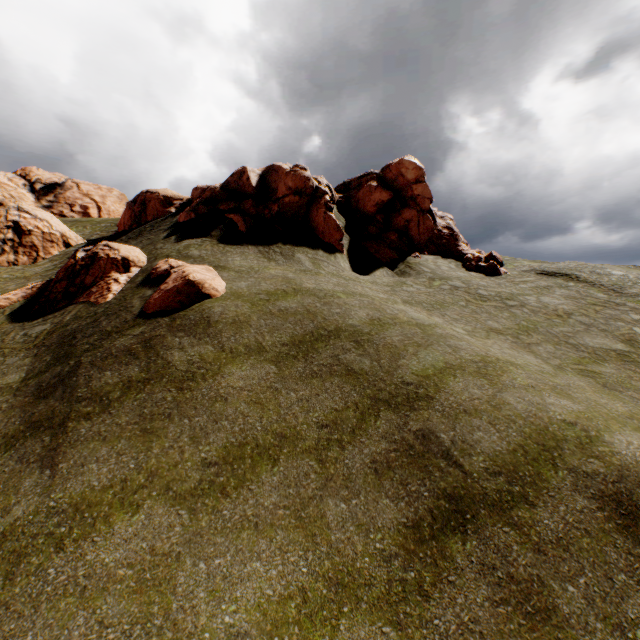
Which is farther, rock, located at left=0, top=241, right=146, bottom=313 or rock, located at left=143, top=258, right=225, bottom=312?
rock, located at left=0, top=241, right=146, bottom=313

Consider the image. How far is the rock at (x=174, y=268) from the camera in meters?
12.4

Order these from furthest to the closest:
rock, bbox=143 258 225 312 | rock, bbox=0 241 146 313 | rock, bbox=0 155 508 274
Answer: rock, bbox=0 155 508 274
rock, bbox=0 241 146 313
rock, bbox=143 258 225 312

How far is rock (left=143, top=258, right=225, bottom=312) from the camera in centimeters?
1241cm

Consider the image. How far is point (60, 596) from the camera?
5.4 meters
